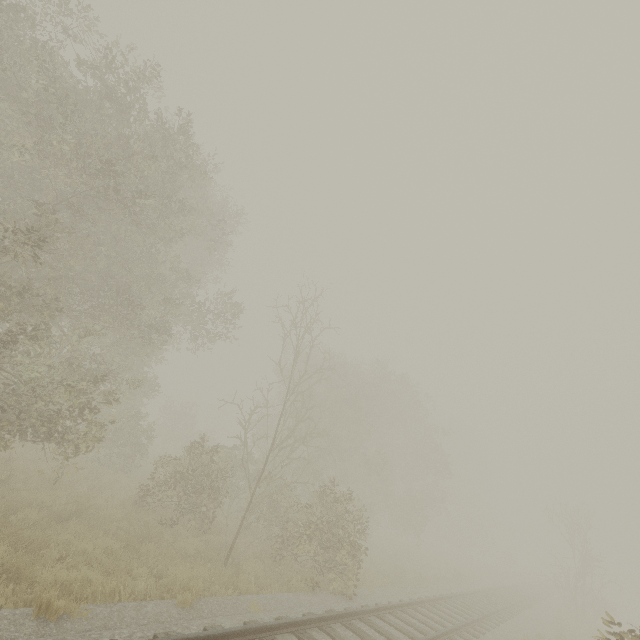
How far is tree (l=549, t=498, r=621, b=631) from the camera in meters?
23.7

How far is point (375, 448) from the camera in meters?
31.6 m

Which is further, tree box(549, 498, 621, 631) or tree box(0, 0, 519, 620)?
tree box(549, 498, 621, 631)

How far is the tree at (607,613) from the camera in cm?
2373

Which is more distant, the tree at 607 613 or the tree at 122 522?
the tree at 607 613
